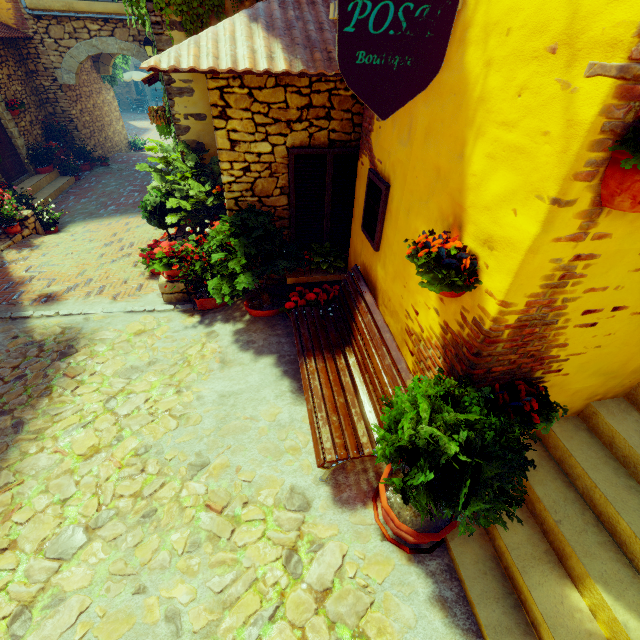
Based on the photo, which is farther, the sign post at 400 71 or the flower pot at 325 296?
the flower pot at 325 296

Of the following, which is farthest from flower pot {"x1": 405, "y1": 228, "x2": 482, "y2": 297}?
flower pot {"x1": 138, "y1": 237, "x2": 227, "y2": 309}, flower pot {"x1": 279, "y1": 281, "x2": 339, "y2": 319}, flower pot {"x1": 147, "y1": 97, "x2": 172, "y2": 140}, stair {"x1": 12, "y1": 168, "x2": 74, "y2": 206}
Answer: stair {"x1": 12, "y1": 168, "x2": 74, "y2": 206}

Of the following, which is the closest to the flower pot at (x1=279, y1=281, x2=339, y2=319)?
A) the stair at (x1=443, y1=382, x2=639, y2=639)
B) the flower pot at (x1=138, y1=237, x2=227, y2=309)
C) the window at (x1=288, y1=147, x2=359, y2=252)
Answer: Answer: the window at (x1=288, y1=147, x2=359, y2=252)

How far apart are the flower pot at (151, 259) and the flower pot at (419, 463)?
4.18m

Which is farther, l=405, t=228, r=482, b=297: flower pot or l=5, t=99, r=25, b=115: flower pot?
l=5, t=99, r=25, b=115: flower pot

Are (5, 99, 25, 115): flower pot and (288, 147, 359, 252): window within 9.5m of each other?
no

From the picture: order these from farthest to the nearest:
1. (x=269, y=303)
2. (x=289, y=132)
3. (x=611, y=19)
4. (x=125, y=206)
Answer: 1. (x=125, y=206)
2. (x=269, y=303)
3. (x=289, y=132)
4. (x=611, y=19)

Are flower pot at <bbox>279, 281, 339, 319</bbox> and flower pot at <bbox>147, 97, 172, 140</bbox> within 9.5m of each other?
yes
